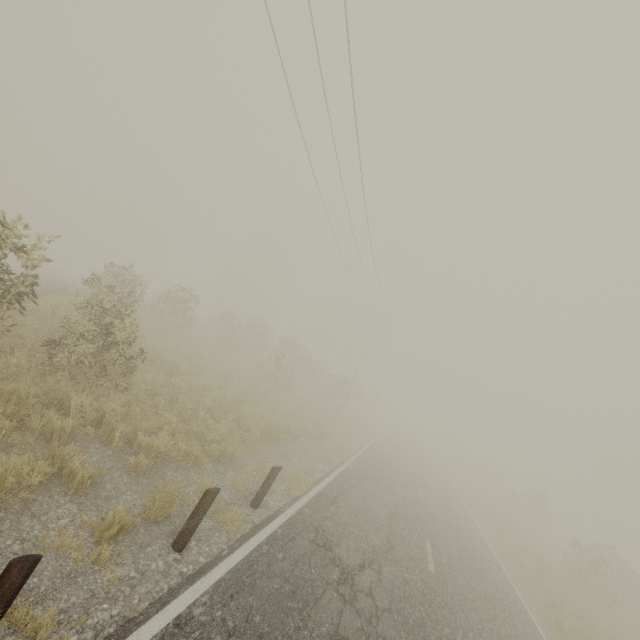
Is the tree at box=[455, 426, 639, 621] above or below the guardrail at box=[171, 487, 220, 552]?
above

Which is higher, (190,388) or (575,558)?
(575,558)

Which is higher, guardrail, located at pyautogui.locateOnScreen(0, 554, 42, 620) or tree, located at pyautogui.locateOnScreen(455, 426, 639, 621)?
tree, located at pyautogui.locateOnScreen(455, 426, 639, 621)

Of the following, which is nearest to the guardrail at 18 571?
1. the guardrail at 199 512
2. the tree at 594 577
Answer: the guardrail at 199 512

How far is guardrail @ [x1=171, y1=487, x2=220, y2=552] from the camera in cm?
480

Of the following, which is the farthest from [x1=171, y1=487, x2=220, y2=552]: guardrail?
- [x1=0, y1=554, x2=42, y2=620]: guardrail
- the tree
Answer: the tree

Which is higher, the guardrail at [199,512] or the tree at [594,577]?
the tree at [594,577]

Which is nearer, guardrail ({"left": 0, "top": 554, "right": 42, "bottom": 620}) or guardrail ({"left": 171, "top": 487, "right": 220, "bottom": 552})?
guardrail ({"left": 0, "top": 554, "right": 42, "bottom": 620})
